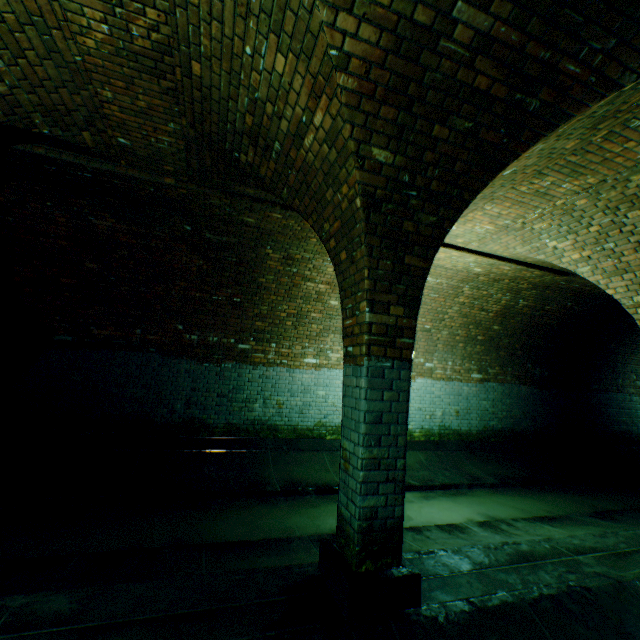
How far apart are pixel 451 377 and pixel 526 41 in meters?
7.9

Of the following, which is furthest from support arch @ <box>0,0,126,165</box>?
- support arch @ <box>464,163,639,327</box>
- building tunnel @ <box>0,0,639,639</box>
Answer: support arch @ <box>464,163,639,327</box>

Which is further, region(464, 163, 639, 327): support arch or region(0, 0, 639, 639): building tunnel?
region(464, 163, 639, 327): support arch

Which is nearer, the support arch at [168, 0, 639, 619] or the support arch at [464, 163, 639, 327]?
the support arch at [168, 0, 639, 619]

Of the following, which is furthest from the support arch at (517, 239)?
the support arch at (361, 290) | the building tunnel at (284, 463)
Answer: the support arch at (361, 290)

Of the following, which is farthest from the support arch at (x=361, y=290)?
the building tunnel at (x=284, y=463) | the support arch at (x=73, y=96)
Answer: the support arch at (x=73, y=96)

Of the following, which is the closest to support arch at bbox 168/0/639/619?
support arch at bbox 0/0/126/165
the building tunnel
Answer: the building tunnel

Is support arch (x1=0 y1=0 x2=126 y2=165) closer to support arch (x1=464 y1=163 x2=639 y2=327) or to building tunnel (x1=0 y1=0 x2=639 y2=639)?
building tunnel (x1=0 y1=0 x2=639 y2=639)
